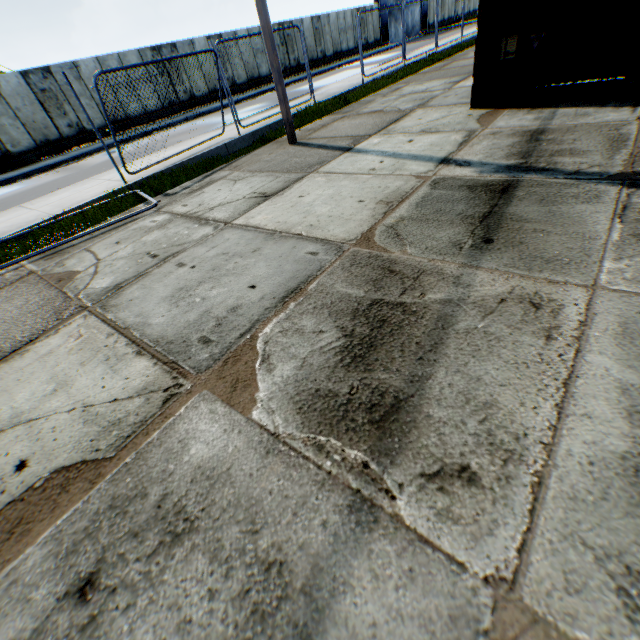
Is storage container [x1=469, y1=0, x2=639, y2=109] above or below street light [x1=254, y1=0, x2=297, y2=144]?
below

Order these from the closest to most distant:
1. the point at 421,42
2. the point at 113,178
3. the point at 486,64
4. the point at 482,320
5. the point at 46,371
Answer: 1. the point at 482,320
2. the point at 46,371
3. the point at 486,64
4. the point at 113,178
5. the point at 421,42

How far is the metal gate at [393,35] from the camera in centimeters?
3316cm

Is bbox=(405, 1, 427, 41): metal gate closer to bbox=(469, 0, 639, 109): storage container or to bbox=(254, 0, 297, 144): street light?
bbox=(469, 0, 639, 109): storage container

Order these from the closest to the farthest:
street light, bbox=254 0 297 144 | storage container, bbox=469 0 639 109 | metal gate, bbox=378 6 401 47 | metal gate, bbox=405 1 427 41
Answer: storage container, bbox=469 0 639 109, street light, bbox=254 0 297 144, metal gate, bbox=378 6 401 47, metal gate, bbox=405 1 427 41

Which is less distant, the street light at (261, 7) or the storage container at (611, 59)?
the storage container at (611, 59)

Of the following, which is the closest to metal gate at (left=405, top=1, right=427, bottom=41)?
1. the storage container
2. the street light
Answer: the storage container
